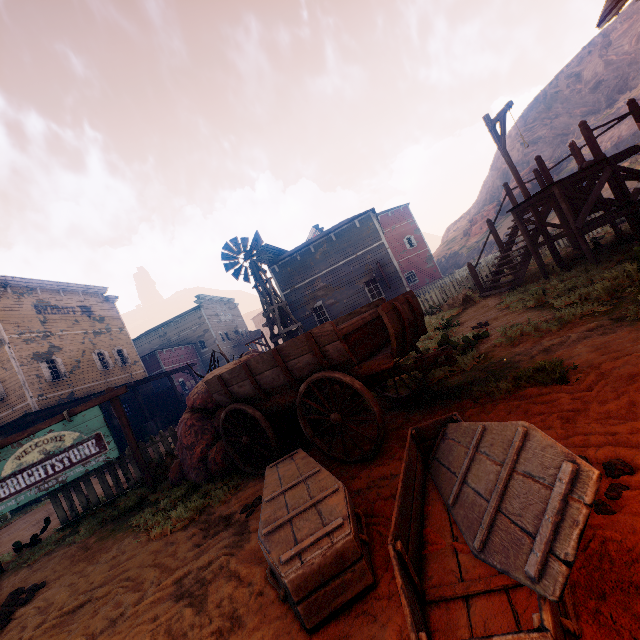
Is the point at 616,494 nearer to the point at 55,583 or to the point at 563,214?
the point at 55,583

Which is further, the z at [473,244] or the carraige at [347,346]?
the z at [473,244]

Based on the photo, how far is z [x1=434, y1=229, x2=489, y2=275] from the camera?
47.2 meters

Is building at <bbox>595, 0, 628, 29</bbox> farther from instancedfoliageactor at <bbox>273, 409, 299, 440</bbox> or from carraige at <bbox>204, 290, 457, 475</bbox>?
instancedfoliageactor at <bbox>273, 409, 299, 440</bbox>

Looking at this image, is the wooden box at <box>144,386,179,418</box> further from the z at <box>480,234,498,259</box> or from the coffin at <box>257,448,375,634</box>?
the coffin at <box>257,448,375,634</box>

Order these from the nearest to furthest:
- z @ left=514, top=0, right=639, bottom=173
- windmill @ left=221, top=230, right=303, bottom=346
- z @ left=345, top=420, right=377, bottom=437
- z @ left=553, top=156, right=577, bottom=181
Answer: z @ left=345, top=420, right=377, bottom=437 < windmill @ left=221, top=230, right=303, bottom=346 < z @ left=553, top=156, right=577, bottom=181 < z @ left=514, top=0, right=639, bottom=173

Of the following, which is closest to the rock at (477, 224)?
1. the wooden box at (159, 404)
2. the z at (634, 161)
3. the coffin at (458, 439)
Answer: the z at (634, 161)

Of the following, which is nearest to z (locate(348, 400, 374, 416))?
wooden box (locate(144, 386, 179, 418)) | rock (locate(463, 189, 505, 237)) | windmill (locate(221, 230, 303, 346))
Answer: windmill (locate(221, 230, 303, 346))
